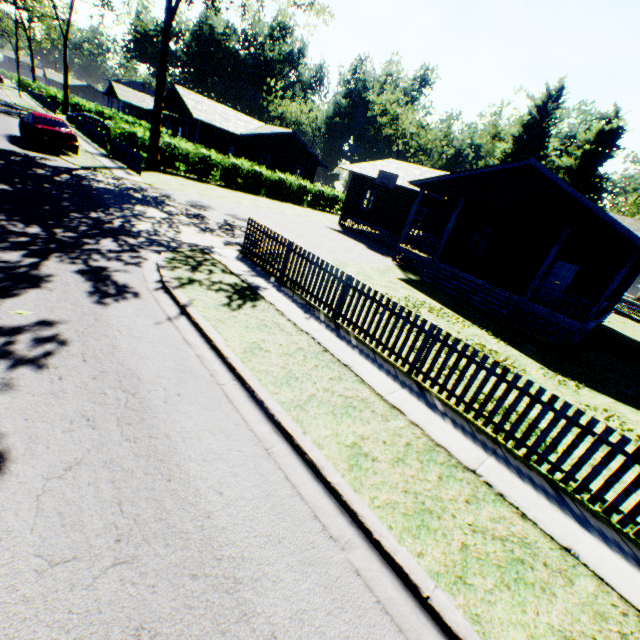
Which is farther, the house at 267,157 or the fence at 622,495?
the house at 267,157

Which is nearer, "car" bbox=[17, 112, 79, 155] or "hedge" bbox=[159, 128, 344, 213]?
"car" bbox=[17, 112, 79, 155]

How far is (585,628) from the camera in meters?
3.2

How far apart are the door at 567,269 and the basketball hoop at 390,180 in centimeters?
1149cm

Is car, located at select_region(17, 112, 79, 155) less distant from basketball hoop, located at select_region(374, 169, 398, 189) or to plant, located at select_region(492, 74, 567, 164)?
plant, located at select_region(492, 74, 567, 164)

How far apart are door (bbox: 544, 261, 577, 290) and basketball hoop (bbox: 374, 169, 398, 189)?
11.5m

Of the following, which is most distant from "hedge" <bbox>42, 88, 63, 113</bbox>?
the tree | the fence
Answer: the fence

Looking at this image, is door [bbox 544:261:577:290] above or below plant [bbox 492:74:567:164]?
below
